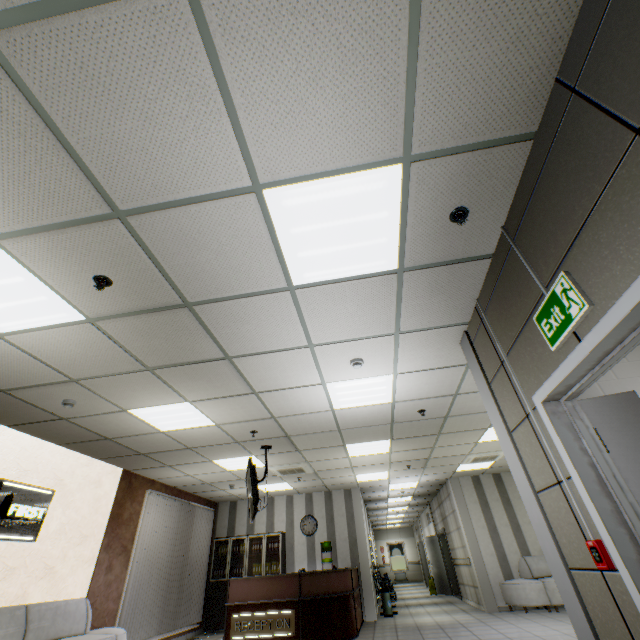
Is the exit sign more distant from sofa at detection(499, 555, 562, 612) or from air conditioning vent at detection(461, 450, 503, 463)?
sofa at detection(499, 555, 562, 612)

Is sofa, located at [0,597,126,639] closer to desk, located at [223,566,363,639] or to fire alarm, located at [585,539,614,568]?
desk, located at [223,566,363,639]

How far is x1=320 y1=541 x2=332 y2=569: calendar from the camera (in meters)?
9.68

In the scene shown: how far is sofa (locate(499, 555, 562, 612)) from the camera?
7.93m

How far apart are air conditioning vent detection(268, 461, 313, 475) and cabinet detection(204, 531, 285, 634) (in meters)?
2.73

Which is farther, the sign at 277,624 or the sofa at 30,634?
the sign at 277,624

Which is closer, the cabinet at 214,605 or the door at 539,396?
the door at 539,396

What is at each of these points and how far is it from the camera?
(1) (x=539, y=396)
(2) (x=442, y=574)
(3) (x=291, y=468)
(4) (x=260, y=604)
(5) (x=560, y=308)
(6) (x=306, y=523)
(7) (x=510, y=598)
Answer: (1) door, 2.4 meters
(2) door, 13.4 meters
(3) air conditioning vent, 7.9 meters
(4) desk, 6.8 meters
(5) exit sign, 2.0 meters
(6) clock, 10.4 meters
(7) sofa, 8.4 meters
